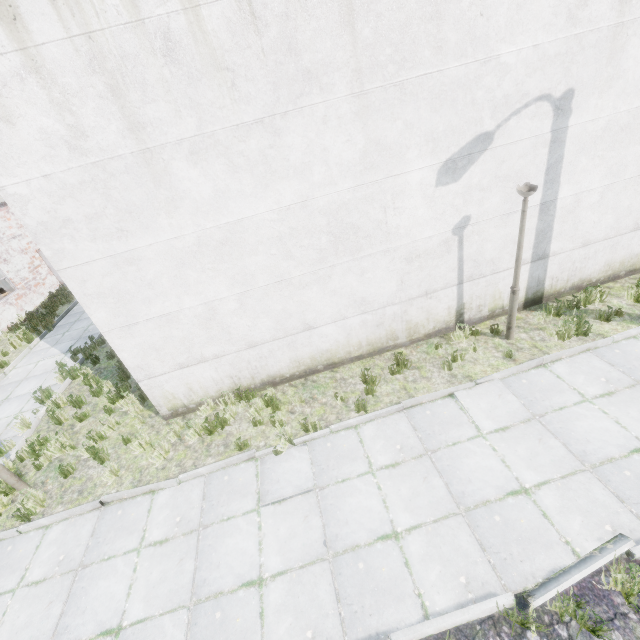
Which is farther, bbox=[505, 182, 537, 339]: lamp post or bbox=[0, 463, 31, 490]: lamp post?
bbox=[0, 463, 31, 490]: lamp post

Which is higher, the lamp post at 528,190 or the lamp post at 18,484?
the lamp post at 528,190

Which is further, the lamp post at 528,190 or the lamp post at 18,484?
the lamp post at 18,484

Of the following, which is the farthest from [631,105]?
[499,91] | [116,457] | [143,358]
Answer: [116,457]

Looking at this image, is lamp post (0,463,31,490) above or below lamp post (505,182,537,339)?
below

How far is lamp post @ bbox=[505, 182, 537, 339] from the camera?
5.6m
